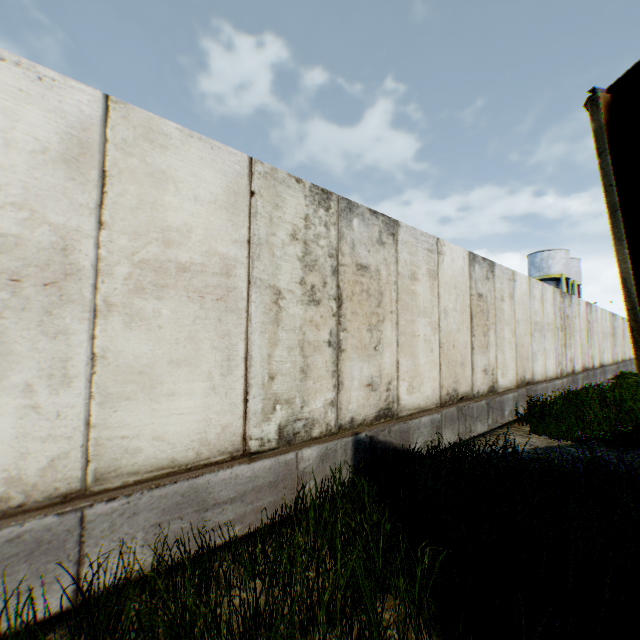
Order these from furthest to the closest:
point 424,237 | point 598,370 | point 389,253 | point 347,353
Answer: point 598,370, point 424,237, point 389,253, point 347,353

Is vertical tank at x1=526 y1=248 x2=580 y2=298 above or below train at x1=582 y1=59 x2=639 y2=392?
above

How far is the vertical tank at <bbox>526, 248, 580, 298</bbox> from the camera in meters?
36.1

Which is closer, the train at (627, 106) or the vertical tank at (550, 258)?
the train at (627, 106)

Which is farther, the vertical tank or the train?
the vertical tank

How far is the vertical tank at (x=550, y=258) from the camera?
36.1m
